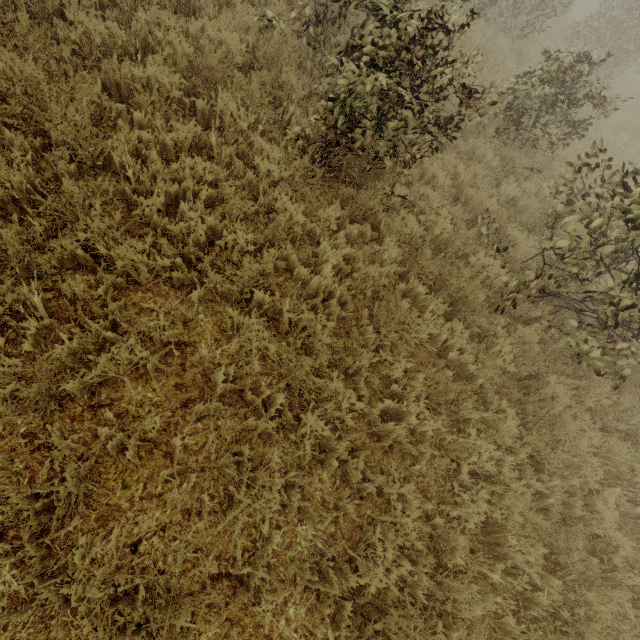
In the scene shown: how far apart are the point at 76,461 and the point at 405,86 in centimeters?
505cm
